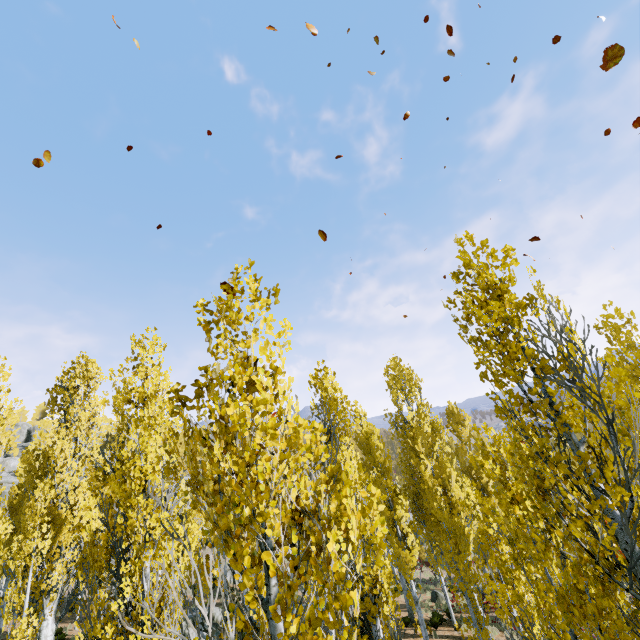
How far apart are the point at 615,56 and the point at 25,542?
19.6m

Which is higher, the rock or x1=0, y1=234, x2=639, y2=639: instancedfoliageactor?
the rock

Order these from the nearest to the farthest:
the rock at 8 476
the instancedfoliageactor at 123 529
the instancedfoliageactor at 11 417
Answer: the instancedfoliageactor at 123 529 < the instancedfoliageactor at 11 417 < the rock at 8 476

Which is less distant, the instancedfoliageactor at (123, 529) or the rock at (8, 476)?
the instancedfoliageactor at (123, 529)

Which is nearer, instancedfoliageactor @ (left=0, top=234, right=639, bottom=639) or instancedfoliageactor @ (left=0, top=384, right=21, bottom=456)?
instancedfoliageactor @ (left=0, top=234, right=639, bottom=639)

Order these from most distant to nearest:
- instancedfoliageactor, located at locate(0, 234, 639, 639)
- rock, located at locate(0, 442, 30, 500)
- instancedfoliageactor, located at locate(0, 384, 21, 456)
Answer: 1. rock, located at locate(0, 442, 30, 500)
2. instancedfoliageactor, located at locate(0, 384, 21, 456)
3. instancedfoliageactor, located at locate(0, 234, 639, 639)

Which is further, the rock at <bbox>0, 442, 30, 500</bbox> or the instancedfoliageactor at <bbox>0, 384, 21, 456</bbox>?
the rock at <bbox>0, 442, 30, 500</bbox>
